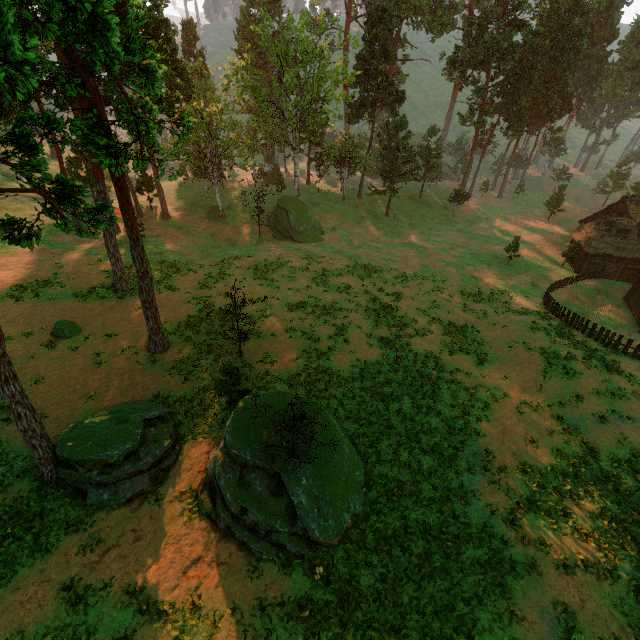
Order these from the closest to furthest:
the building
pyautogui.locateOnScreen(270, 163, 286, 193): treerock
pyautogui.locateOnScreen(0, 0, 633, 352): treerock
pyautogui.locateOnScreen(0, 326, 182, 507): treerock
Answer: pyautogui.locateOnScreen(0, 0, 633, 352): treerock → pyautogui.locateOnScreen(0, 326, 182, 507): treerock → the building → pyautogui.locateOnScreen(270, 163, 286, 193): treerock

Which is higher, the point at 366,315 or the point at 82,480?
the point at 82,480

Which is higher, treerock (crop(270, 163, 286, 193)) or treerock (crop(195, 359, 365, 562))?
treerock (crop(270, 163, 286, 193))

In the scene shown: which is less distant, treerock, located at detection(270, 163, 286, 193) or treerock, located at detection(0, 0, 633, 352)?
treerock, located at detection(0, 0, 633, 352)

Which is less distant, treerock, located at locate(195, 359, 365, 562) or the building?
treerock, located at locate(195, 359, 365, 562)

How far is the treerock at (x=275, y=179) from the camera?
50.97m

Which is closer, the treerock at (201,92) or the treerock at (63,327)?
the treerock at (201,92)
